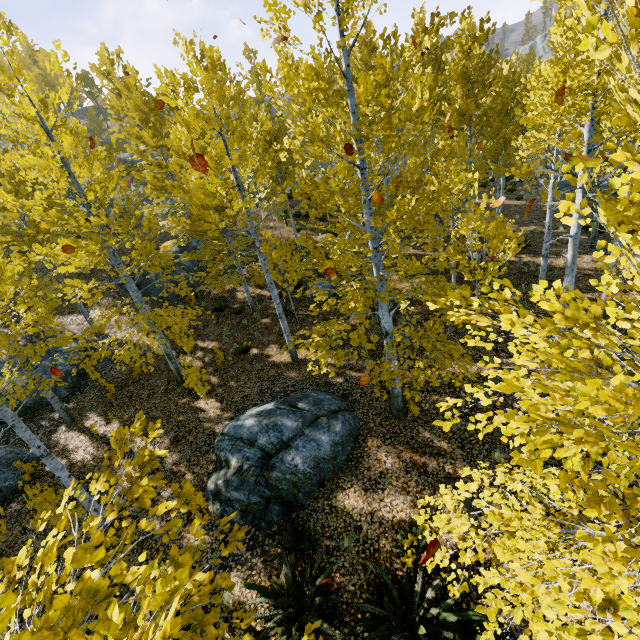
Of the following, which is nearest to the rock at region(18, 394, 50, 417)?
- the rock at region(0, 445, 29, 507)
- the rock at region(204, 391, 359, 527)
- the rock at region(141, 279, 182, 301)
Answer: the rock at region(0, 445, 29, 507)

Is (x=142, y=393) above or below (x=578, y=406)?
below

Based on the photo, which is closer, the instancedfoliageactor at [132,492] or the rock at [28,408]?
the instancedfoliageactor at [132,492]

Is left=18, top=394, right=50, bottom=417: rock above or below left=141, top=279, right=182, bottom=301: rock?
below

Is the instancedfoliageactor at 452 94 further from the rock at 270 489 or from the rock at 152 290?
the rock at 270 489

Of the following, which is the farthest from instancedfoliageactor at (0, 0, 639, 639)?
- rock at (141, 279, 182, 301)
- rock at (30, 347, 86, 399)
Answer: rock at (30, 347, 86, 399)

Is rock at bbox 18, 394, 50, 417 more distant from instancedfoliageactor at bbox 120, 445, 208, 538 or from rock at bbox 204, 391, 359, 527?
rock at bbox 204, 391, 359, 527

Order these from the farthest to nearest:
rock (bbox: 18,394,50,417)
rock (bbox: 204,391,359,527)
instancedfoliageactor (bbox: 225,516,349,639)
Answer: rock (bbox: 18,394,50,417) < rock (bbox: 204,391,359,527) < instancedfoliageactor (bbox: 225,516,349,639)
